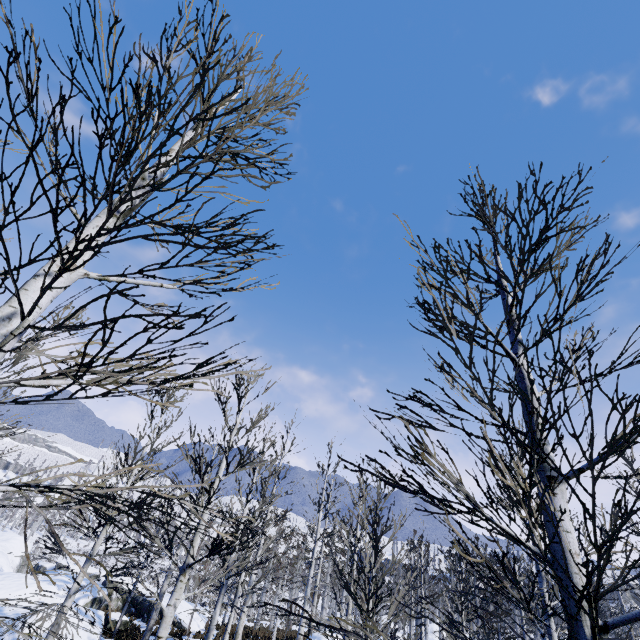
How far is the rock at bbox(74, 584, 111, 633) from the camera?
12.0 meters

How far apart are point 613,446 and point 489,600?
23.0m

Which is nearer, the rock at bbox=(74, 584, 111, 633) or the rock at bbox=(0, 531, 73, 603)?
the rock at bbox=(74, 584, 111, 633)

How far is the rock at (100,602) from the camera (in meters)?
12.03

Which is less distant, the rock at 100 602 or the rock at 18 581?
the rock at 100 602
